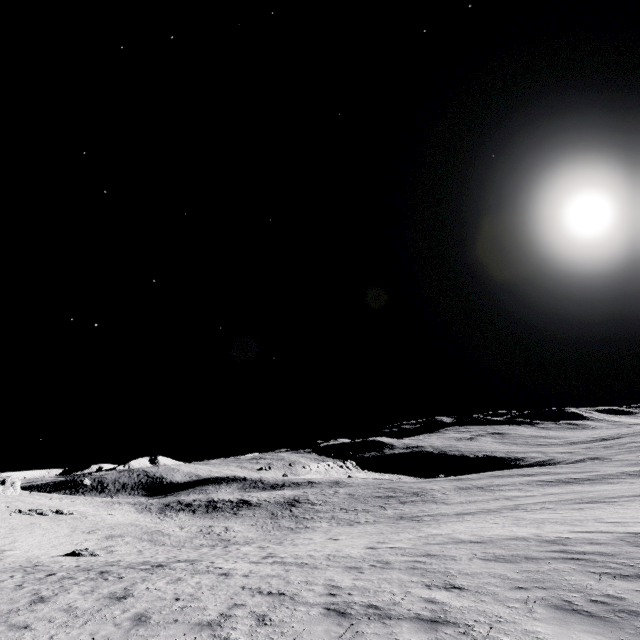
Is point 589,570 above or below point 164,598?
below
